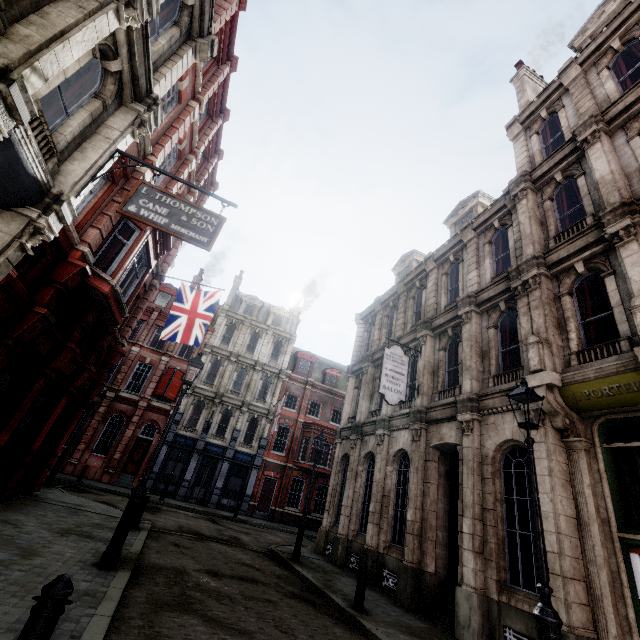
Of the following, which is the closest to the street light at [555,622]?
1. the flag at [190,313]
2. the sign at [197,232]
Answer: the sign at [197,232]

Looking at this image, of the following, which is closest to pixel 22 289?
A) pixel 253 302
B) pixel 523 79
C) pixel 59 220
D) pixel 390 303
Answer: pixel 59 220

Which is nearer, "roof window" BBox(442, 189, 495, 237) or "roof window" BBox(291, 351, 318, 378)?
"roof window" BBox(442, 189, 495, 237)

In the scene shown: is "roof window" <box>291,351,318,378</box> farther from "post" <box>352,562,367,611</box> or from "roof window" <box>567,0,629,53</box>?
"roof window" <box>567,0,629,53</box>

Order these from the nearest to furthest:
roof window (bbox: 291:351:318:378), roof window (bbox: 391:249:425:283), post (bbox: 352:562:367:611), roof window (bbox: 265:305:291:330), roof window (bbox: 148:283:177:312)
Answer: post (bbox: 352:562:367:611)
roof window (bbox: 391:249:425:283)
roof window (bbox: 148:283:177:312)
roof window (bbox: 291:351:318:378)
roof window (bbox: 265:305:291:330)

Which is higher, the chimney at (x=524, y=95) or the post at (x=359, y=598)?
the chimney at (x=524, y=95)

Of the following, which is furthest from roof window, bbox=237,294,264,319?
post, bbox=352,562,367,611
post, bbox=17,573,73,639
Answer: post, bbox=17,573,73,639

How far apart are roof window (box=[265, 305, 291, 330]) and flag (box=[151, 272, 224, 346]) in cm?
1871
